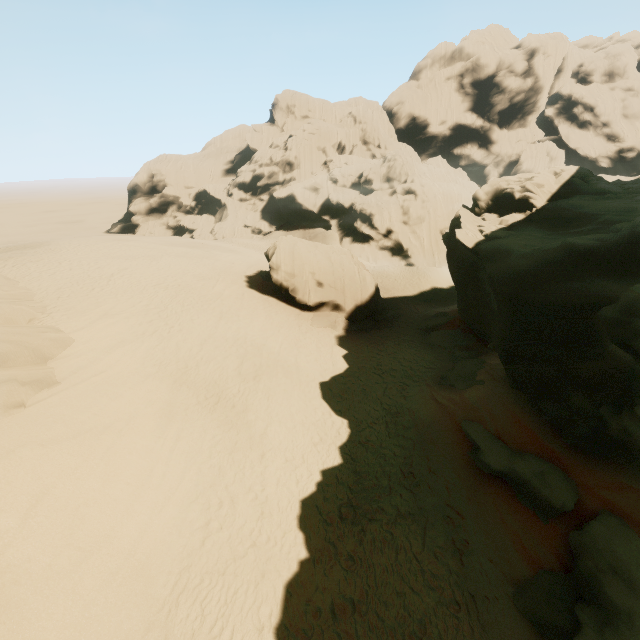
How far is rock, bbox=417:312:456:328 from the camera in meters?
24.1

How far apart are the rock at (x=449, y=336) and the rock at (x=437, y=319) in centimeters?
79cm

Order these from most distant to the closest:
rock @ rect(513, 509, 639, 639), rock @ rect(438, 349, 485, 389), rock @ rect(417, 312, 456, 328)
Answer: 1. rock @ rect(417, 312, 456, 328)
2. rock @ rect(438, 349, 485, 389)
3. rock @ rect(513, 509, 639, 639)

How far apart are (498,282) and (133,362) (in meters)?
16.39

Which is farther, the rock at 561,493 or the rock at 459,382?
the rock at 459,382

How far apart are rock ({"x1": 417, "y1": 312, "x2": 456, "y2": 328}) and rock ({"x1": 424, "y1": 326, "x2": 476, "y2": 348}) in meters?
0.8

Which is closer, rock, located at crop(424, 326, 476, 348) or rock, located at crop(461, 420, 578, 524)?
rock, located at crop(461, 420, 578, 524)

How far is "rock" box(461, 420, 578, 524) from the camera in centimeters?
958cm
